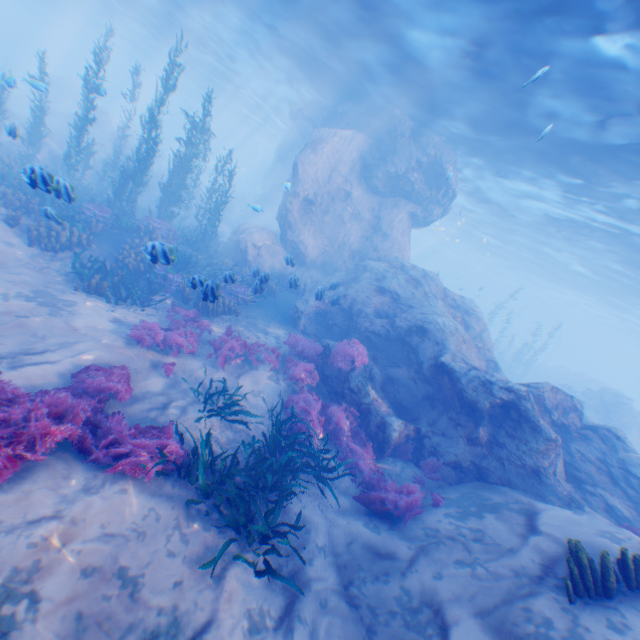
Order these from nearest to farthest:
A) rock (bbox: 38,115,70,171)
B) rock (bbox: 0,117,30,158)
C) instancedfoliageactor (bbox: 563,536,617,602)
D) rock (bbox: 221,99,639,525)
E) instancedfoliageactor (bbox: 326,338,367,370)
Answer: instancedfoliageactor (bbox: 563,536,617,602)
rock (bbox: 0,117,30,158)
rock (bbox: 221,99,639,525)
instancedfoliageactor (bbox: 326,338,367,370)
rock (bbox: 38,115,70,171)

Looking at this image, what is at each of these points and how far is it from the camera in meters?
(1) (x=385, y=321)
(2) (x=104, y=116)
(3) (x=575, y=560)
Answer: (1) rock, 12.8
(2) rock, 29.0
(3) instancedfoliageactor, 4.8

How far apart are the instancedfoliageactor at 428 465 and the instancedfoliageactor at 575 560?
3.6m

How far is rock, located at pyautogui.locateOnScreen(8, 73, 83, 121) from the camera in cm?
3269

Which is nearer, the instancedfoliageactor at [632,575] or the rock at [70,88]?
the instancedfoliageactor at [632,575]

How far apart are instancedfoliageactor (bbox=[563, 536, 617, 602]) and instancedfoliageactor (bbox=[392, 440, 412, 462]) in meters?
4.4

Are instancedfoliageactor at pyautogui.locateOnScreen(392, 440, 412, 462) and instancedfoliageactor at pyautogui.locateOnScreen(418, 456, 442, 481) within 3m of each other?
yes

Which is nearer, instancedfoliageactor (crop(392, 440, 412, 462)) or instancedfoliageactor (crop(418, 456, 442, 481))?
instancedfoliageactor (crop(418, 456, 442, 481))
